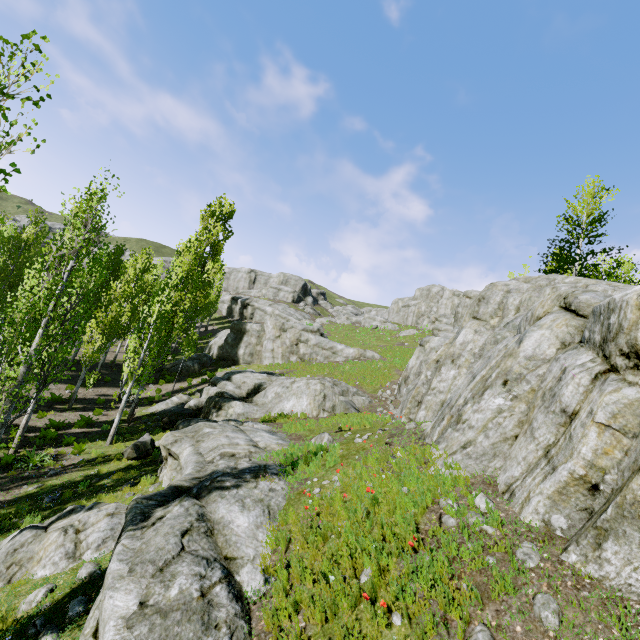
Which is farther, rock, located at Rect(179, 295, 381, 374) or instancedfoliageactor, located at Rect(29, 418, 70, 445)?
rock, located at Rect(179, 295, 381, 374)

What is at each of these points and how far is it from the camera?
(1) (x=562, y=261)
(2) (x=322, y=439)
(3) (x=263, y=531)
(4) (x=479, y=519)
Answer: (1) instancedfoliageactor, 21.4m
(2) rock, 11.4m
(3) rock, 6.2m
(4) rock, 5.2m

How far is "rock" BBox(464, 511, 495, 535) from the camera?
5.0m

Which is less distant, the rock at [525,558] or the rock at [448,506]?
the rock at [525,558]

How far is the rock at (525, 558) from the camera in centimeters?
440cm

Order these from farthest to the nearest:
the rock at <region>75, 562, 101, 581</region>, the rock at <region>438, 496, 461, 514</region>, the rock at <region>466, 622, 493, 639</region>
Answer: the rock at <region>75, 562, 101, 581</region>
the rock at <region>438, 496, 461, 514</region>
the rock at <region>466, 622, 493, 639</region>
